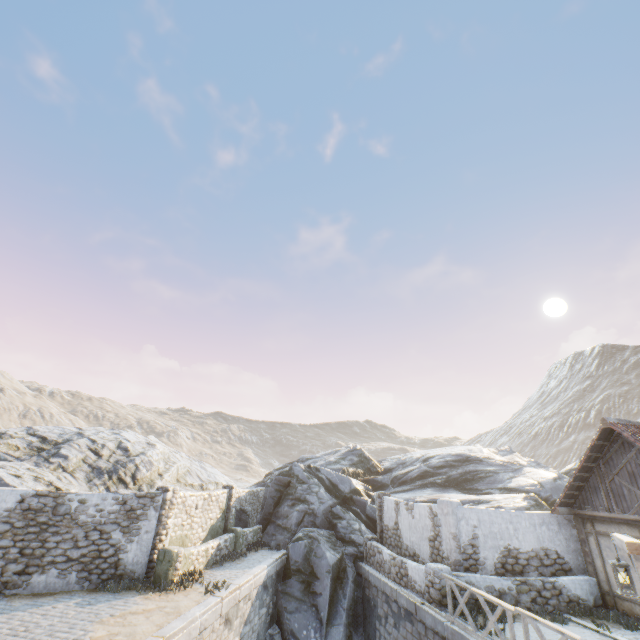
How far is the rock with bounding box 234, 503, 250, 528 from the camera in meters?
19.0 m

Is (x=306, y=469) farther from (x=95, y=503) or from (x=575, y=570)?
(x=575, y=570)

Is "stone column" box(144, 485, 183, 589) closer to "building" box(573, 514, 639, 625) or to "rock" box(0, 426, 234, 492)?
"rock" box(0, 426, 234, 492)

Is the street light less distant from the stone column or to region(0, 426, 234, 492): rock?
the stone column

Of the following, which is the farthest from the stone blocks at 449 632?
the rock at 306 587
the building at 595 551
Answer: the building at 595 551

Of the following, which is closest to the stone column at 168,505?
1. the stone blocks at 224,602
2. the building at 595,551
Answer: the stone blocks at 224,602

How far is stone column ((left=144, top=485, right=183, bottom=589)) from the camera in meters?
11.6 m

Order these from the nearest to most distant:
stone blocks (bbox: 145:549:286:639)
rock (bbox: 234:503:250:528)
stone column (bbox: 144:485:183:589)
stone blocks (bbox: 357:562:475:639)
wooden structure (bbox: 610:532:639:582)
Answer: wooden structure (bbox: 610:532:639:582)
stone blocks (bbox: 145:549:286:639)
stone blocks (bbox: 357:562:475:639)
stone column (bbox: 144:485:183:589)
rock (bbox: 234:503:250:528)
